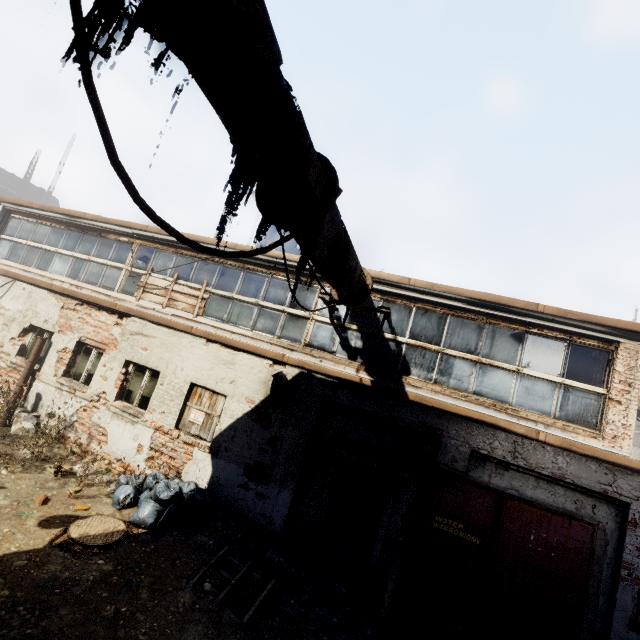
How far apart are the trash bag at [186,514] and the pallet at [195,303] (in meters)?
3.74

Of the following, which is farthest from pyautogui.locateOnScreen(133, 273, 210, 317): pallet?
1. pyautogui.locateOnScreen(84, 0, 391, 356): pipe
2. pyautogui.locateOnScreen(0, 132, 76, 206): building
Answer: pyautogui.locateOnScreen(0, 132, 76, 206): building

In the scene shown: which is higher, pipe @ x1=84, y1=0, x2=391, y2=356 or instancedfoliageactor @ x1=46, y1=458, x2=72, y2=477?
pipe @ x1=84, y1=0, x2=391, y2=356

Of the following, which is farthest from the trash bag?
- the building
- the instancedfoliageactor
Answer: the building

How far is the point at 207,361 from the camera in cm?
764

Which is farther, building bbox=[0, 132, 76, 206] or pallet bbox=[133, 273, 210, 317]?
building bbox=[0, 132, 76, 206]

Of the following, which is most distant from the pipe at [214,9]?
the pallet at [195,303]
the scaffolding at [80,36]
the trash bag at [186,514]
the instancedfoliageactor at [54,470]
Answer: the instancedfoliageactor at [54,470]

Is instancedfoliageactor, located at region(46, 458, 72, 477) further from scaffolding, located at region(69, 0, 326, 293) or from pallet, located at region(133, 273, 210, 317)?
scaffolding, located at region(69, 0, 326, 293)
